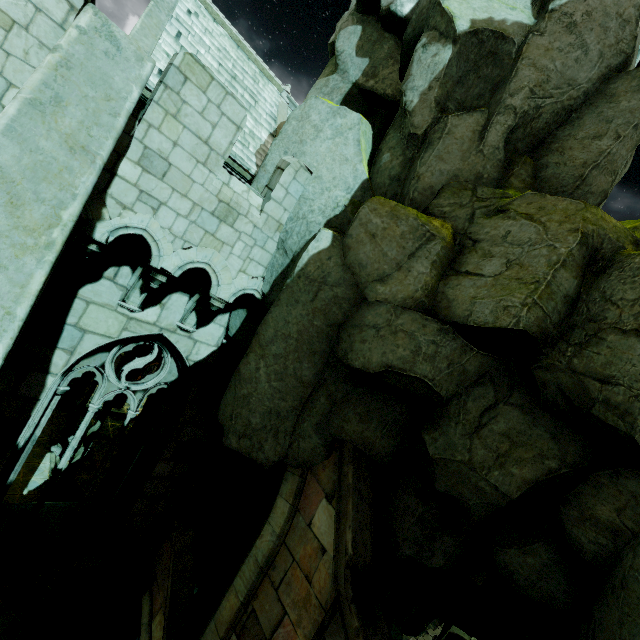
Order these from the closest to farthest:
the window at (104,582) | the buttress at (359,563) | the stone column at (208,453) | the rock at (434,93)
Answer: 1. the rock at (434,93)
2. the buttress at (359,563)
3. the window at (104,582)
4. the stone column at (208,453)

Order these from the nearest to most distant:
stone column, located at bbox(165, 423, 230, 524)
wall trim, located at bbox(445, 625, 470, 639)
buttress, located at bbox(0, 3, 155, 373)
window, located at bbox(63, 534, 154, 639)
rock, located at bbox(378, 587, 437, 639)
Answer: buttress, located at bbox(0, 3, 155, 373) → window, located at bbox(63, 534, 154, 639) → stone column, located at bbox(165, 423, 230, 524) → rock, located at bbox(378, 587, 437, 639) → wall trim, located at bbox(445, 625, 470, 639)

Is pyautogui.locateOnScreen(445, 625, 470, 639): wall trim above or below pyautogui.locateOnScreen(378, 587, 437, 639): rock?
below

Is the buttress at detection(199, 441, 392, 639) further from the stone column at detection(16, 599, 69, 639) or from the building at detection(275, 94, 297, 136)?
the stone column at detection(16, 599, 69, 639)

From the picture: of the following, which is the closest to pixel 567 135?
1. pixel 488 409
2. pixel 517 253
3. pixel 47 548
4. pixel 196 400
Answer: pixel 517 253

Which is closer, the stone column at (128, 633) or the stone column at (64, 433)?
the stone column at (128, 633)

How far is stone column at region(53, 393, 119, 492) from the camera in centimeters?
1559cm

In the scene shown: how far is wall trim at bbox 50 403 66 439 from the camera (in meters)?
19.63
